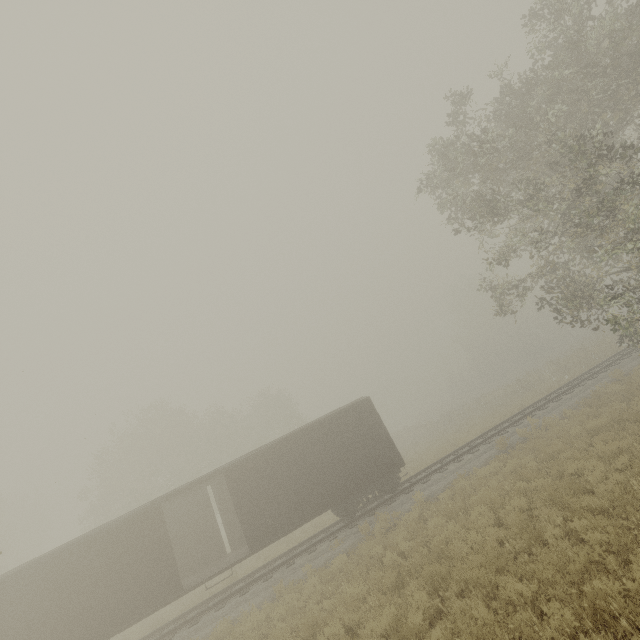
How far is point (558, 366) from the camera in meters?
29.5

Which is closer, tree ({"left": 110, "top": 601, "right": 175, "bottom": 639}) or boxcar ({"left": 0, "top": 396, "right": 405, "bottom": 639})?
boxcar ({"left": 0, "top": 396, "right": 405, "bottom": 639})

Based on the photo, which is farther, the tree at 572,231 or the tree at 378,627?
the tree at 572,231

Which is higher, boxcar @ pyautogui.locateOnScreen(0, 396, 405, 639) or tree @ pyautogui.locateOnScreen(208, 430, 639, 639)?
boxcar @ pyautogui.locateOnScreen(0, 396, 405, 639)

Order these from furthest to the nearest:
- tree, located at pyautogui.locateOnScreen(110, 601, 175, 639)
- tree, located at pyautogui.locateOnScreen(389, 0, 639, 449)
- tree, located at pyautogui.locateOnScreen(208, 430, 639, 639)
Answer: tree, located at pyautogui.locateOnScreen(110, 601, 175, 639) → tree, located at pyautogui.locateOnScreen(389, 0, 639, 449) → tree, located at pyautogui.locateOnScreen(208, 430, 639, 639)

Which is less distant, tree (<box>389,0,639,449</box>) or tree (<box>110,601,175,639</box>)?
tree (<box>389,0,639,449</box>)
